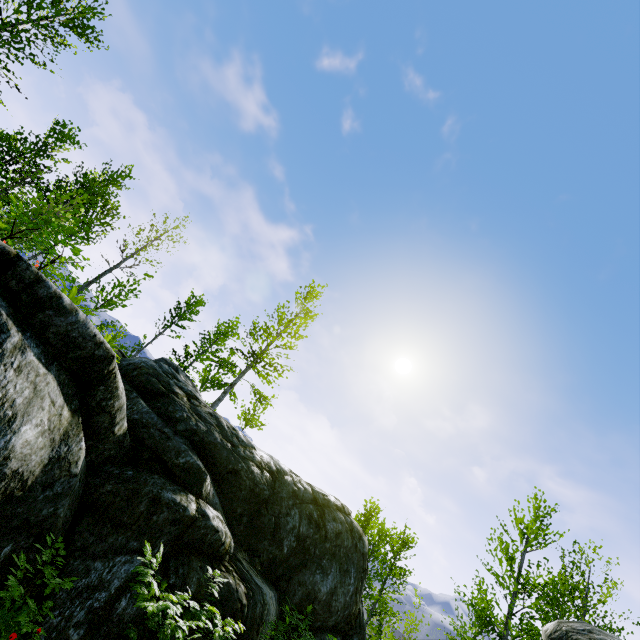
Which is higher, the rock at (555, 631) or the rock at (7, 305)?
the rock at (555, 631)

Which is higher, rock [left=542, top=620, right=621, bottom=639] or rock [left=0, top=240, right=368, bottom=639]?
rock [left=542, top=620, right=621, bottom=639]

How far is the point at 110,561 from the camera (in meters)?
5.23
